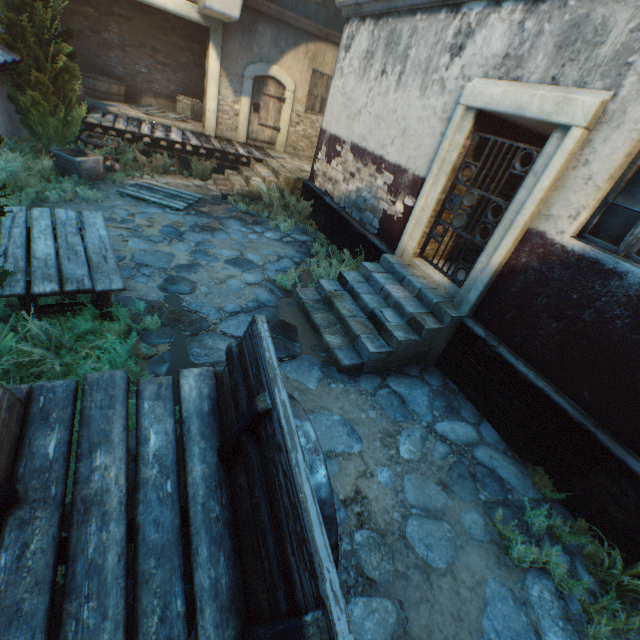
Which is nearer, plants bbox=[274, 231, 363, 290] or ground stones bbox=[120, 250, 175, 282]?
ground stones bbox=[120, 250, 175, 282]

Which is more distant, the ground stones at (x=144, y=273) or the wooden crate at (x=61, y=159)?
the wooden crate at (x=61, y=159)

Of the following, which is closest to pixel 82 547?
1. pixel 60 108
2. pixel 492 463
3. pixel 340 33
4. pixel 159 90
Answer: pixel 492 463

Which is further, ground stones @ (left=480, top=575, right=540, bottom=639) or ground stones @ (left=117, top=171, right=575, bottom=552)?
ground stones @ (left=117, top=171, right=575, bottom=552)

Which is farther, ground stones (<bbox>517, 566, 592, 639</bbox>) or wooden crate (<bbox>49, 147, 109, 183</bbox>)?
wooden crate (<bbox>49, 147, 109, 183</bbox>)

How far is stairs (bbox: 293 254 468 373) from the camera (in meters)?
4.65

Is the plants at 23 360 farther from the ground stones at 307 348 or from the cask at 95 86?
the cask at 95 86

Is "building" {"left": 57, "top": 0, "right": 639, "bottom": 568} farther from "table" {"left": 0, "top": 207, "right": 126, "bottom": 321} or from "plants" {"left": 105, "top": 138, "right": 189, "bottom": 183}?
"plants" {"left": 105, "top": 138, "right": 189, "bottom": 183}
